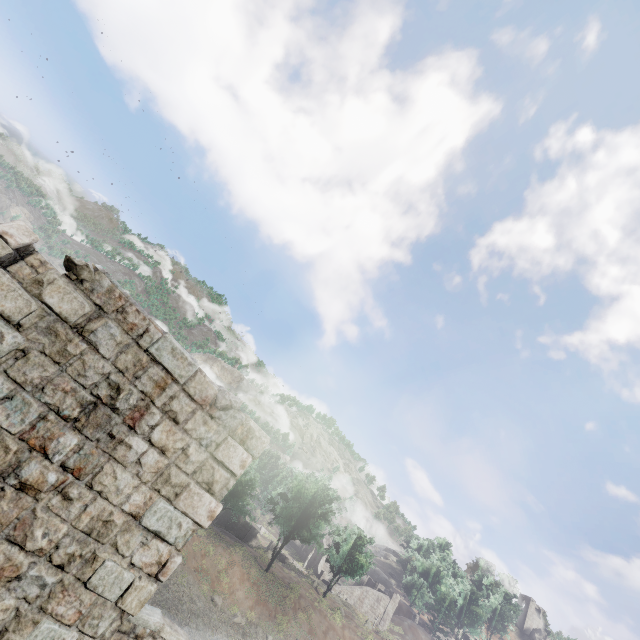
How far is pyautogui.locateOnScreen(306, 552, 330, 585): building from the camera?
53.2 meters

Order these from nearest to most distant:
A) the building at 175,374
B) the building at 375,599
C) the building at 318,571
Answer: the building at 175,374 < the building at 375,599 < the building at 318,571

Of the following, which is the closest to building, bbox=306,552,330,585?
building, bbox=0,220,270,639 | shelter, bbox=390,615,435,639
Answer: building, bbox=0,220,270,639

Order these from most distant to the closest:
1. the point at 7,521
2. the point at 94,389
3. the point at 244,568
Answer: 1. the point at 244,568
2. the point at 94,389
3. the point at 7,521

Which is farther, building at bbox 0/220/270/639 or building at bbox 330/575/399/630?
building at bbox 330/575/399/630

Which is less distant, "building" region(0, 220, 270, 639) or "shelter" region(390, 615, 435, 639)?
"building" region(0, 220, 270, 639)

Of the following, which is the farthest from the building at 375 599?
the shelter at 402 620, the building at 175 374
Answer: the shelter at 402 620
